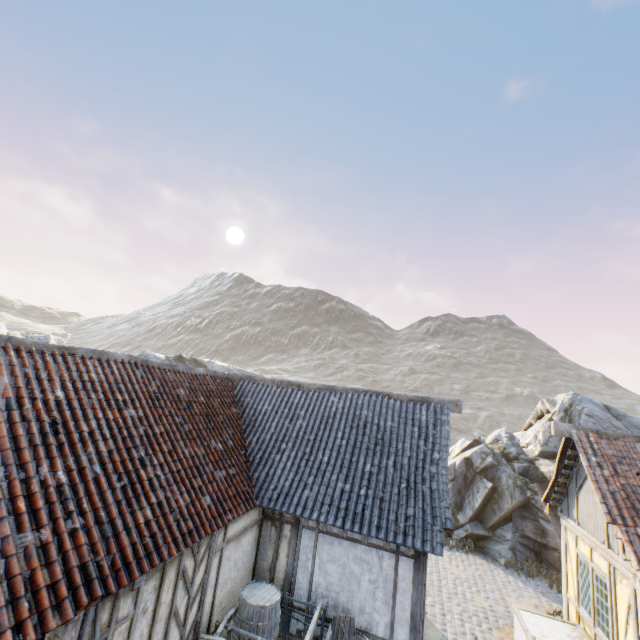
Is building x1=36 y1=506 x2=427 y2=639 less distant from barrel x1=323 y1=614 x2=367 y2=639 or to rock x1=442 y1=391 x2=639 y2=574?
barrel x1=323 y1=614 x2=367 y2=639

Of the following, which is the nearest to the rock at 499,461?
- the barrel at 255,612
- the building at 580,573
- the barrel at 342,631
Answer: the building at 580,573

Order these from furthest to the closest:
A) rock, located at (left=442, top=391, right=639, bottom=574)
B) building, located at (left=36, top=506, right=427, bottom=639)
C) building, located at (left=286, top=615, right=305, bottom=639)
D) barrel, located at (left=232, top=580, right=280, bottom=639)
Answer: rock, located at (left=442, top=391, right=639, bottom=574) → building, located at (left=286, top=615, right=305, bottom=639) → barrel, located at (left=232, top=580, right=280, bottom=639) → building, located at (left=36, top=506, right=427, bottom=639)

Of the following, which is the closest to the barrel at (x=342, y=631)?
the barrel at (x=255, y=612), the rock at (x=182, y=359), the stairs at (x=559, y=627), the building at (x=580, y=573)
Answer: the barrel at (x=255, y=612)

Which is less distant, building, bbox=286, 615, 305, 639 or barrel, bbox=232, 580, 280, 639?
barrel, bbox=232, 580, 280, 639

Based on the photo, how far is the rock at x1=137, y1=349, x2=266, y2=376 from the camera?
25.52m

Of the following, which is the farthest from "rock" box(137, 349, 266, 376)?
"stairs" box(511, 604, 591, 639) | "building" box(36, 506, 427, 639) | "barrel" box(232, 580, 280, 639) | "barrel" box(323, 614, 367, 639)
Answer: "barrel" box(323, 614, 367, 639)

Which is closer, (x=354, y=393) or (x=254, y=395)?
A: (x=354, y=393)
